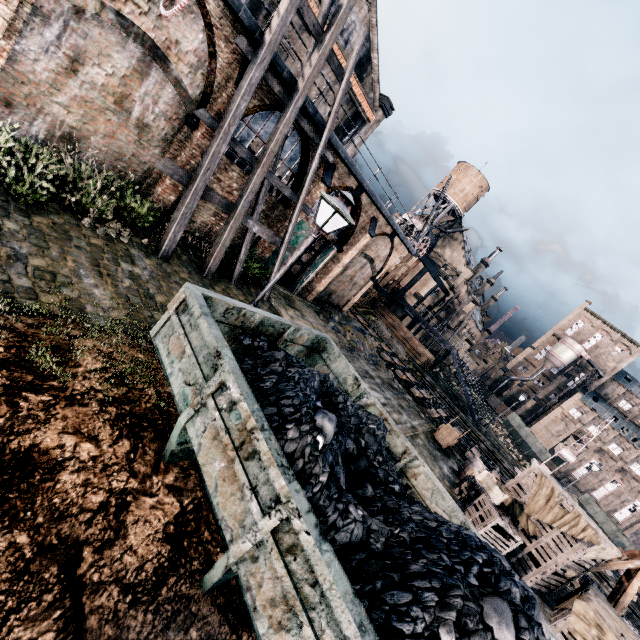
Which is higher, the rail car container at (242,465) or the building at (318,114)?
the building at (318,114)

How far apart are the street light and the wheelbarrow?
A: 15.6m

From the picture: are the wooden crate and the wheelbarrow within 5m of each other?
yes

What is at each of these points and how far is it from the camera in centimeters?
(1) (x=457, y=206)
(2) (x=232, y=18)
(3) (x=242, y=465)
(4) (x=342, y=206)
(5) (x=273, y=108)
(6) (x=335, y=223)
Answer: (1) water tower, 5353cm
(2) building, 1109cm
(3) rail car container, 421cm
(4) street light, 738cm
(5) building, 1375cm
(6) building, 2133cm

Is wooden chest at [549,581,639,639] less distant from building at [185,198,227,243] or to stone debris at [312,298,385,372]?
stone debris at [312,298,385,372]

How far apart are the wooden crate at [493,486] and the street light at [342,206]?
13.5 meters

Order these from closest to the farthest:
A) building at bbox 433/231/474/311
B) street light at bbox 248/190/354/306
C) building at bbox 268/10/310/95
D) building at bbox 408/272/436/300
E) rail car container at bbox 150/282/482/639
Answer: rail car container at bbox 150/282/482/639, street light at bbox 248/190/354/306, building at bbox 268/10/310/95, building at bbox 408/272/436/300, building at bbox 433/231/474/311

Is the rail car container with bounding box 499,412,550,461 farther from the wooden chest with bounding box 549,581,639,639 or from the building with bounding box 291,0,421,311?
the wooden chest with bounding box 549,581,639,639
